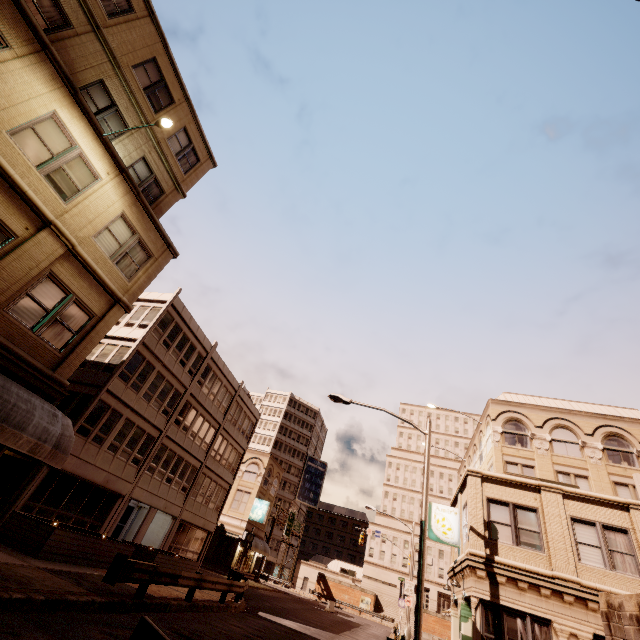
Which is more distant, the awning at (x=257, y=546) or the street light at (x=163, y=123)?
the awning at (x=257, y=546)

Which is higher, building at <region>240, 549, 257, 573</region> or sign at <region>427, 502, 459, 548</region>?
sign at <region>427, 502, 459, 548</region>

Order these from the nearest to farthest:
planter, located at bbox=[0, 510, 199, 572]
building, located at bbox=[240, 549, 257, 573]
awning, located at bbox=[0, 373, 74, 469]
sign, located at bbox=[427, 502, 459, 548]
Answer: awning, located at bbox=[0, 373, 74, 469], planter, located at bbox=[0, 510, 199, 572], sign, located at bbox=[427, 502, 459, 548], building, located at bbox=[240, 549, 257, 573]

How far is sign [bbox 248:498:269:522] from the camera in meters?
38.6

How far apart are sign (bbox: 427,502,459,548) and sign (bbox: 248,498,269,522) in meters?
27.3

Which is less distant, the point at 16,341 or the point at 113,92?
the point at 16,341

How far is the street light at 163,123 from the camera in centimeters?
1074cm

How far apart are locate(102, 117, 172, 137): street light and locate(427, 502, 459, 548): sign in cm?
2170
